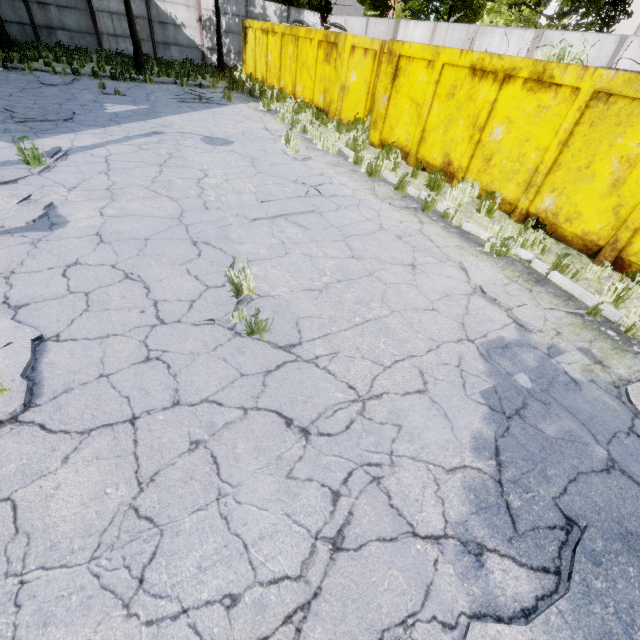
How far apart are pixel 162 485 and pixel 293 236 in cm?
A: 385

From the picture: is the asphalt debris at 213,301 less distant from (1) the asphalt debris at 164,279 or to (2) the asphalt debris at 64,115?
(1) the asphalt debris at 164,279

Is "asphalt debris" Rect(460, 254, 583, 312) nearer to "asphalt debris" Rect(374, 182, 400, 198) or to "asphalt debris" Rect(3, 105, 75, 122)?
"asphalt debris" Rect(374, 182, 400, 198)

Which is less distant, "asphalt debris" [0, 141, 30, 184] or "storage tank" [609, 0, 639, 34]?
"asphalt debris" [0, 141, 30, 184]

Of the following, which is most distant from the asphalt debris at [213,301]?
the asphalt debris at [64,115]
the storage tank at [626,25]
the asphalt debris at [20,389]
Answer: the storage tank at [626,25]

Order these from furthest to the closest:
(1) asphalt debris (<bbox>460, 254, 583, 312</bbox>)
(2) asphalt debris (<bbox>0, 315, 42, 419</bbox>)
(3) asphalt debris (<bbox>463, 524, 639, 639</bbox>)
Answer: (1) asphalt debris (<bbox>460, 254, 583, 312</bbox>) < (2) asphalt debris (<bbox>0, 315, 42, 419</bbox>) < (3) asphalt debris (<bbox>463, 524, 639, 639</bbox>)

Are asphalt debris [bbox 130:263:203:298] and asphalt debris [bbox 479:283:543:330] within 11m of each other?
yes

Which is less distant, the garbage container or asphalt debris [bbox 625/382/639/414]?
asphalt debris [bbox 625/382/639/414]
